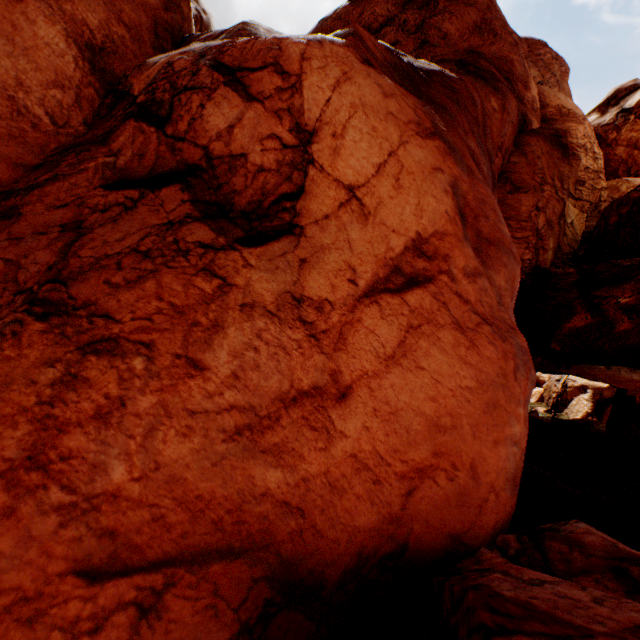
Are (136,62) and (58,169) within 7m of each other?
yes
